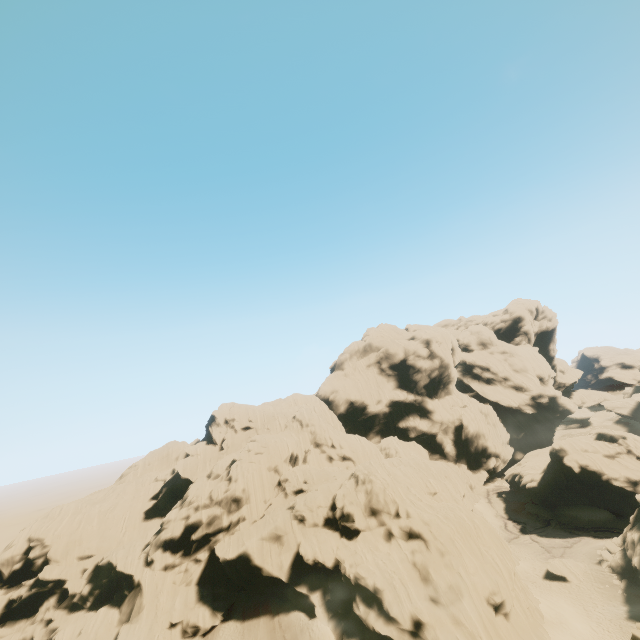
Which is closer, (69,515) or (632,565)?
(632,565)

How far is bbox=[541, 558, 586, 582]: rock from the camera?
37.18m

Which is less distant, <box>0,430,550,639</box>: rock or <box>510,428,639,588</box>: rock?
<box>0,430,550,639</box>: rock

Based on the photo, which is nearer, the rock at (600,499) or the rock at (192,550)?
the rock at (192,550)

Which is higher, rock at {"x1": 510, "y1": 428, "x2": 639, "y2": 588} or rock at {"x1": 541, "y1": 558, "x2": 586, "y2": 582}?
rock at {"x1": 510, "y1": 428, "x2": 639, "y2": 588}

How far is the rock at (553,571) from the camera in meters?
37.2
